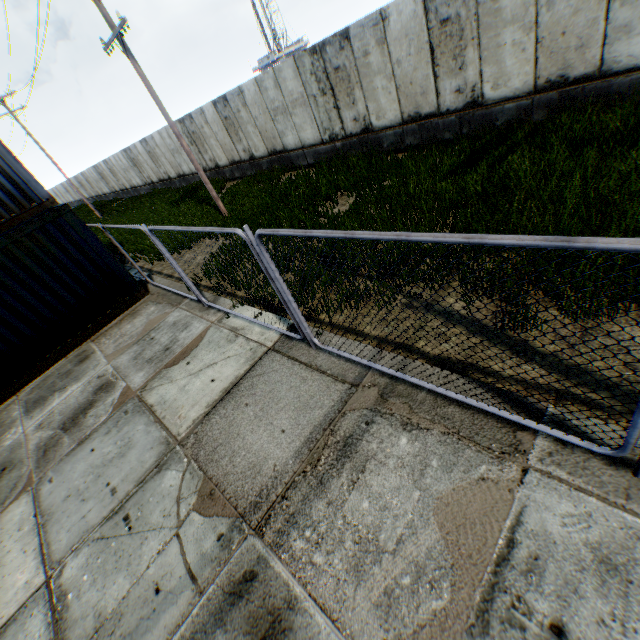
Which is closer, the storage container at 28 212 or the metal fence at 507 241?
the metal fence at 507 241

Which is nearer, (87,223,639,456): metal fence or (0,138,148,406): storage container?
(87,223,639,456): metal fence

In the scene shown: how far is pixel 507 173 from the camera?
6.61m
